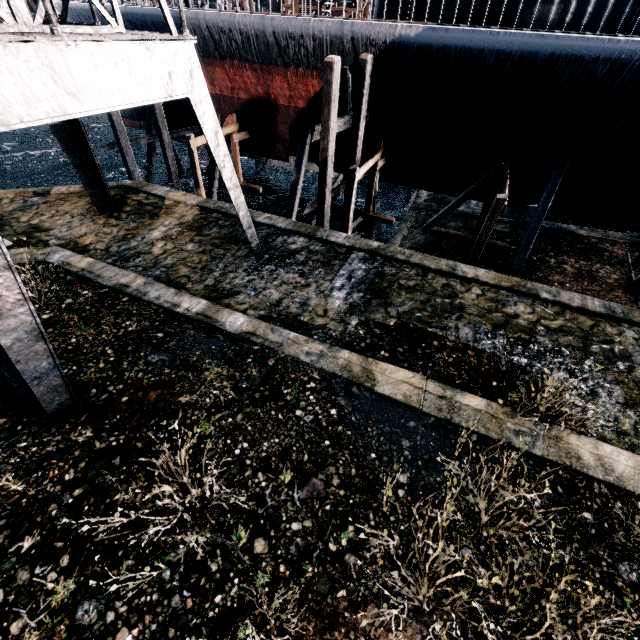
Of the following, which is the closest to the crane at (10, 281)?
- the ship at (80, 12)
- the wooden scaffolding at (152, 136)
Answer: the ship at (80, 12)

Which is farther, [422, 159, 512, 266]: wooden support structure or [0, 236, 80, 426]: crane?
[422, 159, 512, 266]: wooden support structure

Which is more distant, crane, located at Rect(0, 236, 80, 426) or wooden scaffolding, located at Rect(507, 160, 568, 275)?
wooden scaffolding, located at Rect(507, 160, 568, 275)

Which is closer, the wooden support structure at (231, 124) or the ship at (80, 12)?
the ship at (80, 12)

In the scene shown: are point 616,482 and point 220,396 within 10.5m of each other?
yes

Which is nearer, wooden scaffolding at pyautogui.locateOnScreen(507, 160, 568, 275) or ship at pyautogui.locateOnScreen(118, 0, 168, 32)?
wooden scaffolding at pyautogui.locateOnScreen(507, 160, 568, 275)

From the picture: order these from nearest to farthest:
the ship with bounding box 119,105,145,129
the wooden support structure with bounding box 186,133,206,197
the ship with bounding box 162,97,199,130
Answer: the wooden support structure with bounding box 186,133,206,197 → the ship with bounding box 162,97,199,130 → the ship with bounding box 119,105,145,129

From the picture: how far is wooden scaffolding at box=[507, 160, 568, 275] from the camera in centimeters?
1442cm
